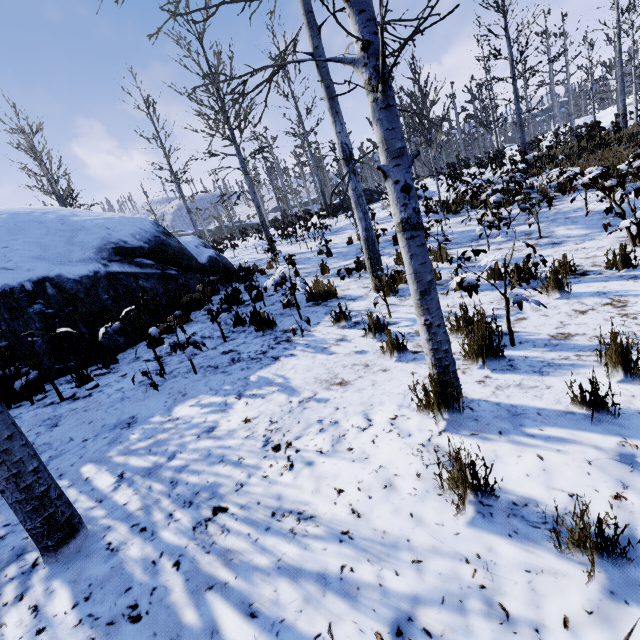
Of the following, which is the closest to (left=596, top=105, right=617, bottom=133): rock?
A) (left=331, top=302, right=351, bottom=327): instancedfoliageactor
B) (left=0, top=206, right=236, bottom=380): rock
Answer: (left=0, top=206, right=236, bottom=380): rock

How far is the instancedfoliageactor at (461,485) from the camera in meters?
1.7

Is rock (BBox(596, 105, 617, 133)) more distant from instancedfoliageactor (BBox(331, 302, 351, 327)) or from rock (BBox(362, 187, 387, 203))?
instancedfoliageactor (BBox(331, 302, 351, 327))

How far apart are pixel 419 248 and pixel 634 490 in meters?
1.8 m

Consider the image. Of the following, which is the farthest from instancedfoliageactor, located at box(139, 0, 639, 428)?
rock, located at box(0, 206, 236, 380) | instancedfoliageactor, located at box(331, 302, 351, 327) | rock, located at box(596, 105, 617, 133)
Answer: rock, located at box(596, 105, 617, 133)

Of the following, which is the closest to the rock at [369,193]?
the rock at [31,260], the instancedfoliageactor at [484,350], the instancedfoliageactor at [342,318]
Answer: the instancedfoliageactor at [484,350]

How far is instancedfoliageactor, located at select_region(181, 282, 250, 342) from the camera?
5.2 meters
